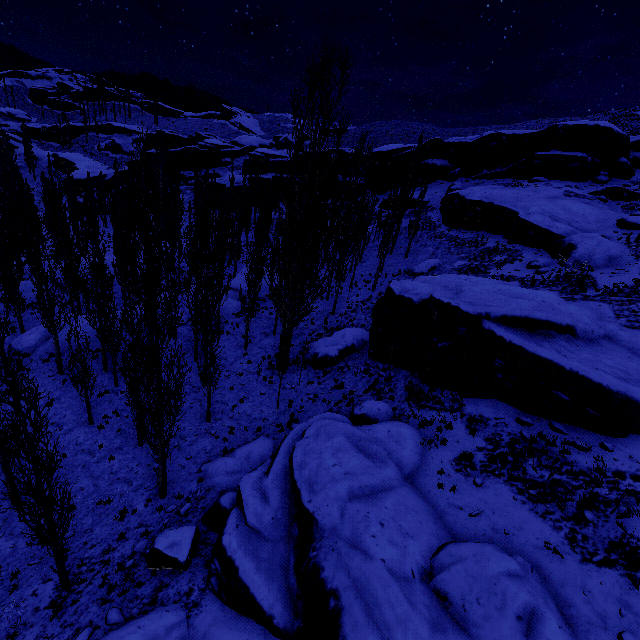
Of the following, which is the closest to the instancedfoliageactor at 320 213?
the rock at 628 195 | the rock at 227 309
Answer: the rock at 227 309

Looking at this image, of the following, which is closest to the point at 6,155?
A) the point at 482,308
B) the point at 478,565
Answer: the point at 482,308

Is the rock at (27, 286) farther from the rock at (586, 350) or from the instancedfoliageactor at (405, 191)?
the rock at (586, 350)

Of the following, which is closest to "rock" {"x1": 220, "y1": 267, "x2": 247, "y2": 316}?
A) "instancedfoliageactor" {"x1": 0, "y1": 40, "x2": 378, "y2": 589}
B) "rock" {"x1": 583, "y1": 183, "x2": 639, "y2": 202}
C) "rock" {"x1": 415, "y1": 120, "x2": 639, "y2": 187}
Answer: "instancedfoliageactor" {"x1": 0, "y1": 40, "x2": 378, "y2": 589}

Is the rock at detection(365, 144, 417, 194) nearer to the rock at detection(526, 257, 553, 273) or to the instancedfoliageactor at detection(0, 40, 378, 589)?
the instancedfoliageactor at detection(0, 40, 378, 589)

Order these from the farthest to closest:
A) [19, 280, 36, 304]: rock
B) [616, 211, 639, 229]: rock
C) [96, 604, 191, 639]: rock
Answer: [19, 280, 36, 304]: rock → [616, 211, 639, 229]: rock → [96, 604, 191, 639]: rock

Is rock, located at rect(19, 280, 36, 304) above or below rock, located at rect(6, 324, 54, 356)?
below
